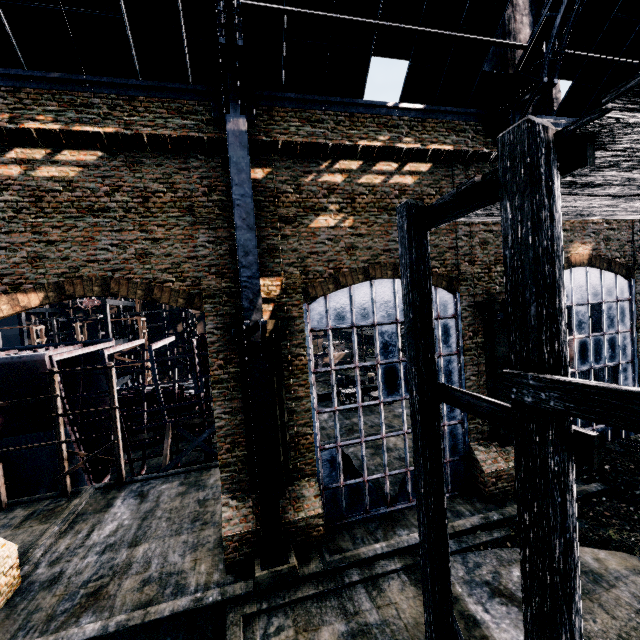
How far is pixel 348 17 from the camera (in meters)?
11.50

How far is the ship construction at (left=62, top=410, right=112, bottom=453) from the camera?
20.27m

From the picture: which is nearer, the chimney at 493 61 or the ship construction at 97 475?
the chimney at 493 61

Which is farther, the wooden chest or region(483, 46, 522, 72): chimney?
the wooden chest

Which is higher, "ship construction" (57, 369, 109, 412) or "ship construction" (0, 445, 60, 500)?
"ship construction" (57, 369, 109, 412)

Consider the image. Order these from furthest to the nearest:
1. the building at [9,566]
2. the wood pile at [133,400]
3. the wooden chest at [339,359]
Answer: the wooden chest at [339,359] → the wood pile at [133,400] → the building at [9,566]

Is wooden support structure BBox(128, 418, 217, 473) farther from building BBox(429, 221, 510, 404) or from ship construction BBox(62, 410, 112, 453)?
building BBox(429, 221, 510, 404)

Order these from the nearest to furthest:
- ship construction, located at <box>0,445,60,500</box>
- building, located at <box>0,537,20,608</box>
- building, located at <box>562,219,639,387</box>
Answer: building, located at <box>0,537,20,608</box> → building, located at <box>562,219,639,387</box> → ship construction, located at <box>0,445,60,500</box>
